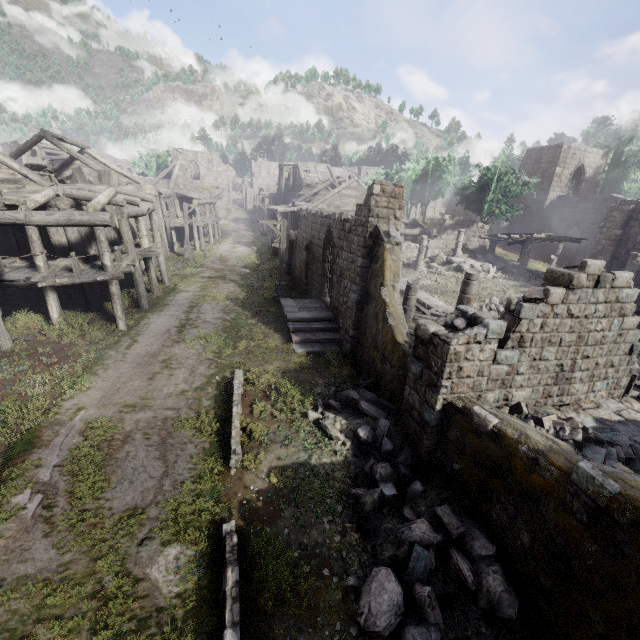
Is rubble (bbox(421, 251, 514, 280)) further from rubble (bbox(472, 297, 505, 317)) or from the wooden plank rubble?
rubble (bbox(472, 297, 505, 317))

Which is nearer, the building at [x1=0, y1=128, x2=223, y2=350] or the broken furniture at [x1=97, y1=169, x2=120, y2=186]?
the building at [x1=0, y1=128, x2=223, y2=350]

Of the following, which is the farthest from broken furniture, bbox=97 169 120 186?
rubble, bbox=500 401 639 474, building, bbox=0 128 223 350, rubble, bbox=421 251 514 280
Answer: rubble, bbox=500 401 639 474

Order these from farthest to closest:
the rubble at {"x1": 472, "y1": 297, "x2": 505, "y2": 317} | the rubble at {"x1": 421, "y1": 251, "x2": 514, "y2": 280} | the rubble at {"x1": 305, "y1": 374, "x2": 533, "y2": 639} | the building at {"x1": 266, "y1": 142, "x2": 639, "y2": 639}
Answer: the rubble at {"x1": 421, "y1": 251, "x2": 514, "y2": 280} < the rubble at {"x1": 472, "y1": 297, "x2": 505, "y2": 317} < the rubble at {"x1": 305, "y1": 374, "x2": 533, "y2": 639} < the building at {"x1": 266, "y1": 142, "x2": 639, "y2": 639}

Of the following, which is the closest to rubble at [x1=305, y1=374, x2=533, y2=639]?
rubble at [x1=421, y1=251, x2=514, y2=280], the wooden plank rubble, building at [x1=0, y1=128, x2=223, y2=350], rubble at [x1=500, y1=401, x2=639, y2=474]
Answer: building at [x1=0, y1=128, x2=223, y2=350]

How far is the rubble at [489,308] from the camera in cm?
1833

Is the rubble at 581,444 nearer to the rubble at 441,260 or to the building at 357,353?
the building at 357,353

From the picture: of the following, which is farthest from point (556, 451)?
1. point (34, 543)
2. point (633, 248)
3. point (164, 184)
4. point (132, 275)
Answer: point (164, 184)
